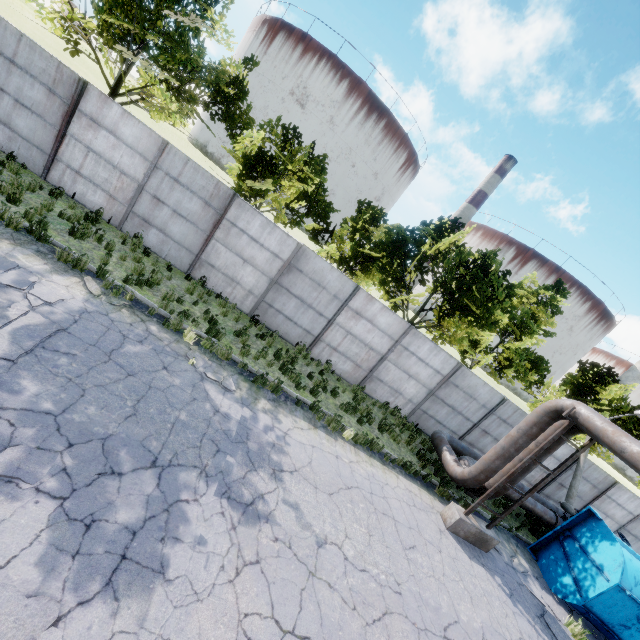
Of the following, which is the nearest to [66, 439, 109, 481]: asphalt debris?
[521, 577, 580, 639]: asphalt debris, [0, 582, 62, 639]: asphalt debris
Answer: [0, 582, 62, 639]: asphalt debris

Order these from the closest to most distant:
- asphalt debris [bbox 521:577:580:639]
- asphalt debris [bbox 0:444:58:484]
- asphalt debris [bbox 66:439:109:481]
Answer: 1. asphalt debris [bbox 0:444:58:484]
2. asphalt debris [bbox 66:439:109:481]
3. asphalt debris [bbox 521:577:580:639]

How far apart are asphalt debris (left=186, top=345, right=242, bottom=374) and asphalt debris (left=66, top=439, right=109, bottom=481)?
3.2m

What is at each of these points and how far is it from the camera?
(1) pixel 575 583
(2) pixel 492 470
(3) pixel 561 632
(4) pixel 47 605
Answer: (1) truck dump body, 10.16m
(2) pipe, 9.95m
(3) asphalt debris, 9.02m
(4) asphalt debris, 3.37m

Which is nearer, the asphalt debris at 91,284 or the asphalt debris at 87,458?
the asphalt debris at 87,458

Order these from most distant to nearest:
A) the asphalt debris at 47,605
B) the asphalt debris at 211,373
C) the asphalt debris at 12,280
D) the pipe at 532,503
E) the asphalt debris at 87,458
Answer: the pipe at 532,503
the asphalt debris at 211,373
the asphalt debris at 12,280
the asphalt debris at 87,458
the asphalt debris at 47,605

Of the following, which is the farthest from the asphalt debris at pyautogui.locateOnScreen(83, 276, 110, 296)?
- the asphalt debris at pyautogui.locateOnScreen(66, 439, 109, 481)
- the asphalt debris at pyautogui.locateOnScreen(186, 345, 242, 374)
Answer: the asphalt debris at pyautogui.locateOnScreen(66, 439, 109, 481)

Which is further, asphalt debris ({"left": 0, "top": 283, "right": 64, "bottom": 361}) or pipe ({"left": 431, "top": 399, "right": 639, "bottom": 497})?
pipe ({"left": 431, "top": 399, "right": 639, "bottom": 497})
